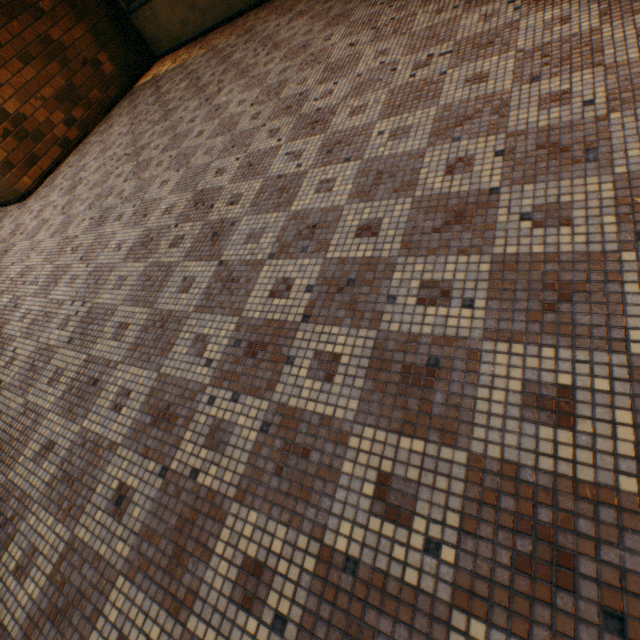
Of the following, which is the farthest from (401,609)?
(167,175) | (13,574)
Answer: (167,175)
